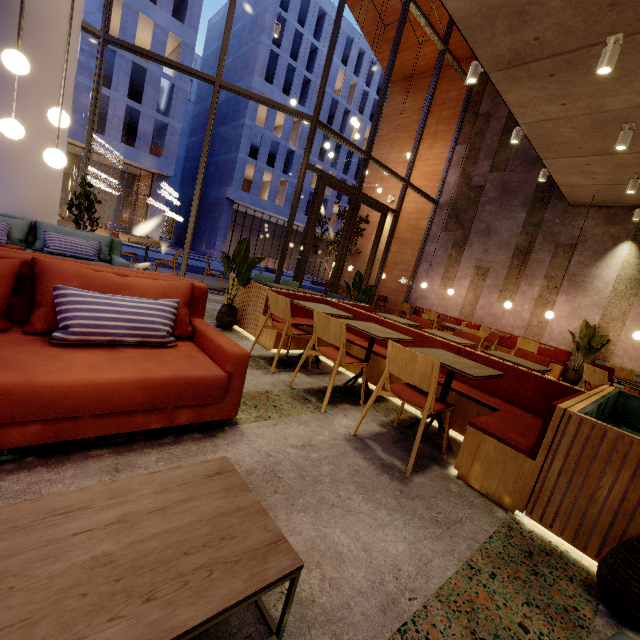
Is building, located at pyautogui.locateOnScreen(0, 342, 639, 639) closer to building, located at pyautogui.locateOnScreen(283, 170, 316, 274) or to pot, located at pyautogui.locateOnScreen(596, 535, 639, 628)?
pot, located at pyautogui.locateOnScreen(596, 535, 639, 628)

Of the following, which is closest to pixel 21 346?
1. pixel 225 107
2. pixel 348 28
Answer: pixel 225 107

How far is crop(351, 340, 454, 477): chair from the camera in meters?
2.3

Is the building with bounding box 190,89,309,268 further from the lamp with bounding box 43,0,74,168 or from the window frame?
the lamp with bounding box 43,0,74,168

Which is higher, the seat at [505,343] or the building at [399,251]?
the building at [399,251]

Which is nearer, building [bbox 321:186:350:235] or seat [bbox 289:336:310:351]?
seat [bbox 289:336:310:351]

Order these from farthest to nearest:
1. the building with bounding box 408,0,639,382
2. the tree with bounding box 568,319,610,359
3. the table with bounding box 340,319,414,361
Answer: the tree with bounding box 568,319,610,359 < the building with bounding box 408,0,639,382 < the table with bounding box 340,319,414,361

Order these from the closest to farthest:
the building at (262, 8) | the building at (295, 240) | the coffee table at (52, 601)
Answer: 1. the coffee table at (52, 601)
2. the building at (262, 8)
3. the building at (295, 240)
